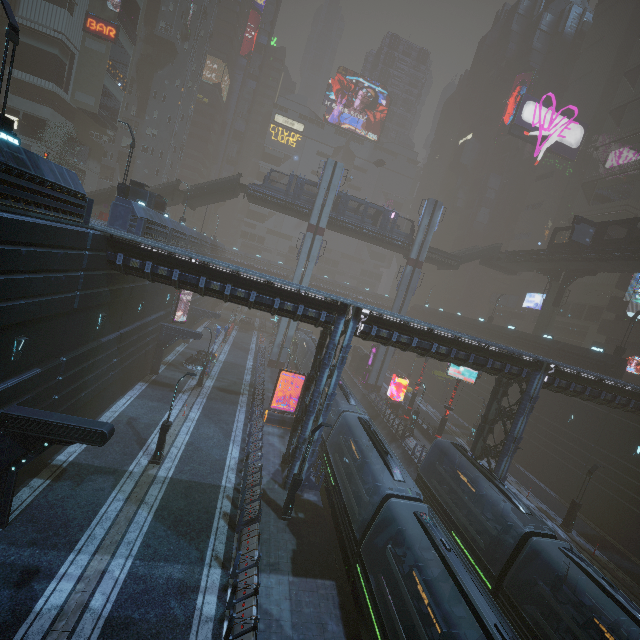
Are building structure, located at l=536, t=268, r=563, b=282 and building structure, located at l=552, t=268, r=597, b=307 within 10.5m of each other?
yes

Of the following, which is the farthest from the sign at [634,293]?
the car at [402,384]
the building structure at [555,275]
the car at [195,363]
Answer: the car at [195,363]

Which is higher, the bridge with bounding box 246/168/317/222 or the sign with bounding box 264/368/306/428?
the bridge with bounding box 246/168/317/222

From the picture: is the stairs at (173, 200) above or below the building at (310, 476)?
above

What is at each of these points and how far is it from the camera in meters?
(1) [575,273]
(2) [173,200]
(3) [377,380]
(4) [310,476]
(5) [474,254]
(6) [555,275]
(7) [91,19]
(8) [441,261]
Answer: (1) building structure, 38.4 m
(2) stairs, 40.4 m
(3) sm, 44.6 m
(4) building, 20.6 m
(5) stairs, 45.8 m
(6) building structure, 41.0 m
(7) sign, 37.0 m
(8) bridge, 45.1 m

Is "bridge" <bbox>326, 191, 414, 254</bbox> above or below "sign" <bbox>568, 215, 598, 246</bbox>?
below

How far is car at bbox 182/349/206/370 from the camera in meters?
33.4 m

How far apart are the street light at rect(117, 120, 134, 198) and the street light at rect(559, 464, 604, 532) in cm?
3861
